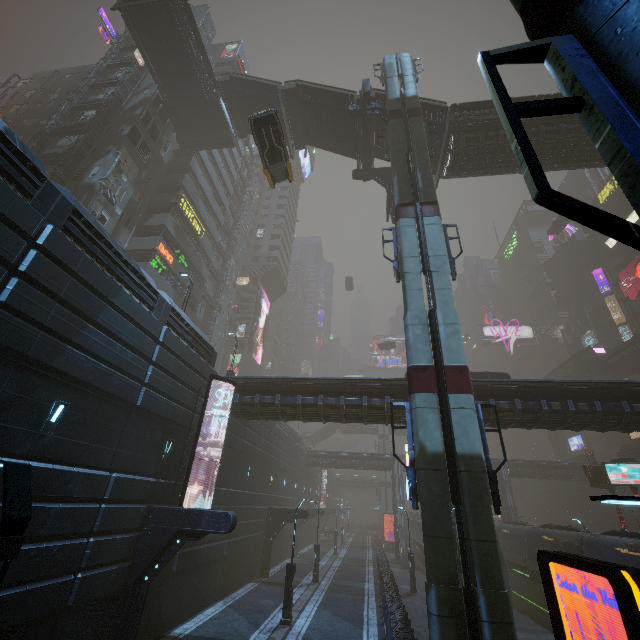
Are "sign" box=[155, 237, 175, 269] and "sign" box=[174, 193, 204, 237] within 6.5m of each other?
yes

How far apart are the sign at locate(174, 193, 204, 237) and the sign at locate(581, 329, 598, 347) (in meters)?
65.13

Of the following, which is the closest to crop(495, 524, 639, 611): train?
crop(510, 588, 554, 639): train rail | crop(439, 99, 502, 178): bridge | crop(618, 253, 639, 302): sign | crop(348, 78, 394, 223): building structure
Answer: crop(510, 588, 554, 639): train rail

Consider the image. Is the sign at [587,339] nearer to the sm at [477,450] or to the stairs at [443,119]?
the stairs at [443,119]

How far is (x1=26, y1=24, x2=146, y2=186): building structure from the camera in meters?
24.2

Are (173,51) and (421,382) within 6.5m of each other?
no

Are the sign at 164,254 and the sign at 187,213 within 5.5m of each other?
yes

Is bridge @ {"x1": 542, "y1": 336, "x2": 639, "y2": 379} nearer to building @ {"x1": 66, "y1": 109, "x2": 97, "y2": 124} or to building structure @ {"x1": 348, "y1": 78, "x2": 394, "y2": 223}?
building @ {"x1": 66, "y1": 109, "x2": 97, "y2": 124}
